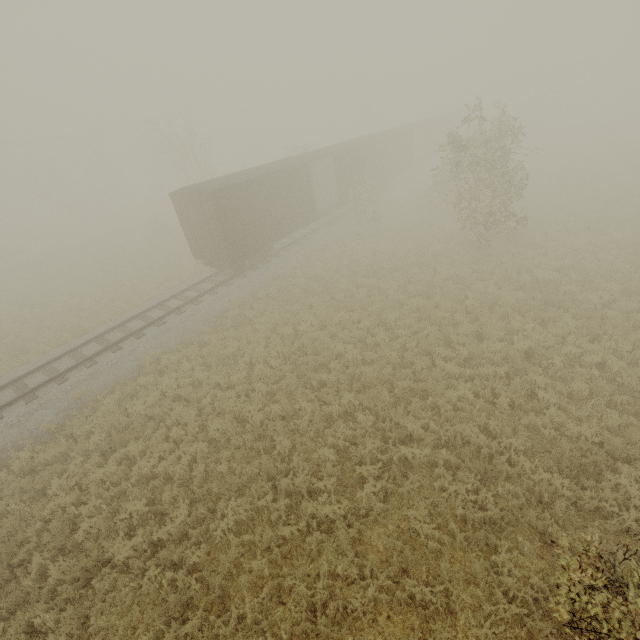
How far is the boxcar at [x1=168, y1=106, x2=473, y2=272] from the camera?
16.1 meters

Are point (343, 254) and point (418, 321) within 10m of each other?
yes

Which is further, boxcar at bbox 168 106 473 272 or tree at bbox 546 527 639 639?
boxcar at bbox 168 106 473 272

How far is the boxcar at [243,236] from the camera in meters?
16.1 m

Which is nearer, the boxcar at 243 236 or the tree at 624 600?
the tree at 624 600
